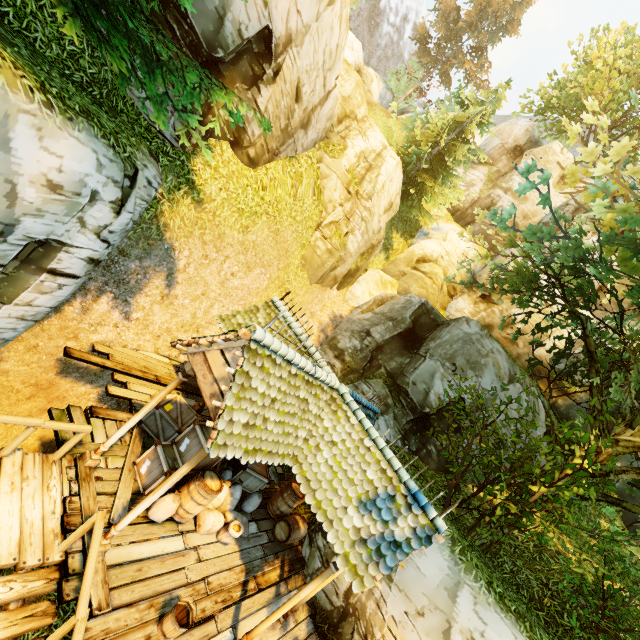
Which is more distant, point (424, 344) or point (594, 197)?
point (424, 344)

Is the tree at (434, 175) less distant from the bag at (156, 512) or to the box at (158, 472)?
the box at (158, 472)

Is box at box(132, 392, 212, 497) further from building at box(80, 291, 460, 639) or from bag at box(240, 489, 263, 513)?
bag at box(240, 489, 263, 513)

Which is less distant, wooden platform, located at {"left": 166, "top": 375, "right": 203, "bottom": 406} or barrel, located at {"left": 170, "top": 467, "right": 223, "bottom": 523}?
barrel, located at {"left": 170, "top": 467, "right": 223, "bottom": 523}

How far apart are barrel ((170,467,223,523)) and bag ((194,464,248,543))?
0.0m

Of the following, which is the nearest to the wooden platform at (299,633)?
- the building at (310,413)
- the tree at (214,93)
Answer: the building at (310,413)

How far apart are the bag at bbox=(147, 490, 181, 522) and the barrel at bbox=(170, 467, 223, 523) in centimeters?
8cm

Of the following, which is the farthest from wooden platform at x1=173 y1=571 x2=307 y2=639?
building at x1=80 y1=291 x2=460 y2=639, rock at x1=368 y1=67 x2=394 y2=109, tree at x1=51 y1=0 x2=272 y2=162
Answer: rock at x1=368 y1=67 x2=394 y2=109
